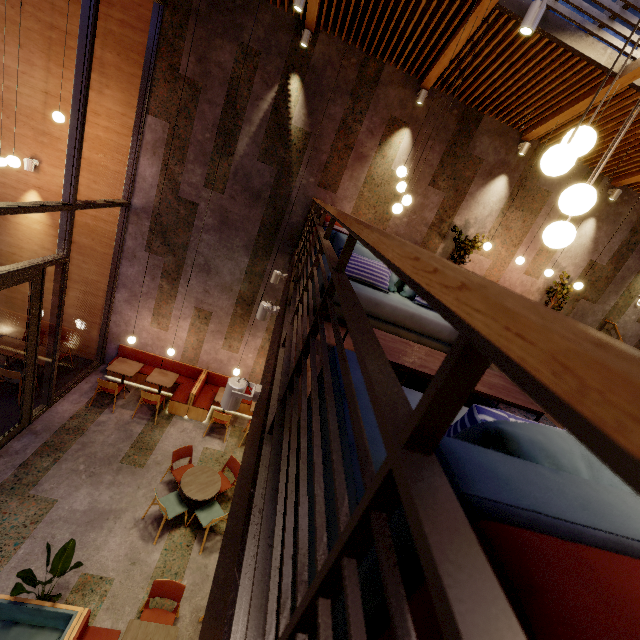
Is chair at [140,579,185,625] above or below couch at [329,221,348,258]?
below

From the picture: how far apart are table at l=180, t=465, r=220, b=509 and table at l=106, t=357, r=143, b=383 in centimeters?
316cm

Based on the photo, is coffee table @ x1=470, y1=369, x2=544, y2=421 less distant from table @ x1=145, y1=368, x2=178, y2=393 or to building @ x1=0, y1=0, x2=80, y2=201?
building @ x1=0, y1=0, x2=80, y2=201

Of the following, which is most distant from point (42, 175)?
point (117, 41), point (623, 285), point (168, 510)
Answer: point (623, 285)

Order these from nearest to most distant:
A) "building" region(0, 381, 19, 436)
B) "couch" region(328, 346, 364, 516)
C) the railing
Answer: the railing, "couch" region(328, 346, 364, 516), "building" region(0, 381, 19, 436)

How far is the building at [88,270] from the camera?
7.8m

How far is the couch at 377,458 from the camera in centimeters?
90cm

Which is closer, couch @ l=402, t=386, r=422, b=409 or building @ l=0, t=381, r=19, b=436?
couch @ l=402, t=386, r=422, b=409
